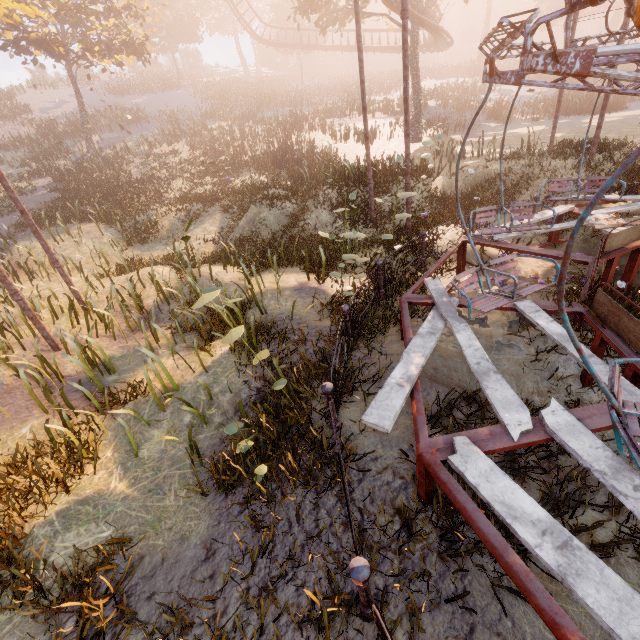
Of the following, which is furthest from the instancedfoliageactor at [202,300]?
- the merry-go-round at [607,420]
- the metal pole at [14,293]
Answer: the merry-go-round at [607,420]

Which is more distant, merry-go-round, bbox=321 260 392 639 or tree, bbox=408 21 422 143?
tree, bbox=408 21 422 143

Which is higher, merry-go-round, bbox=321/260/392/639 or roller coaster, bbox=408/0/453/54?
roller coaster, bbox=408/0/453/54

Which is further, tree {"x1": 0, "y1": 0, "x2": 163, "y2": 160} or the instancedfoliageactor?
tree {"x1": 0, "y1": 0, "x2": 163, "y2": 160}

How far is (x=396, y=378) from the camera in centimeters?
402cm

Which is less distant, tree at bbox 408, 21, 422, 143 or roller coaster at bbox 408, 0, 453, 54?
roller coaster at bbox 408, 0, 453, 54

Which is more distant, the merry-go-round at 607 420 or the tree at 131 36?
the tree at 131 36

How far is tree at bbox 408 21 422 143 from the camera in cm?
1960
